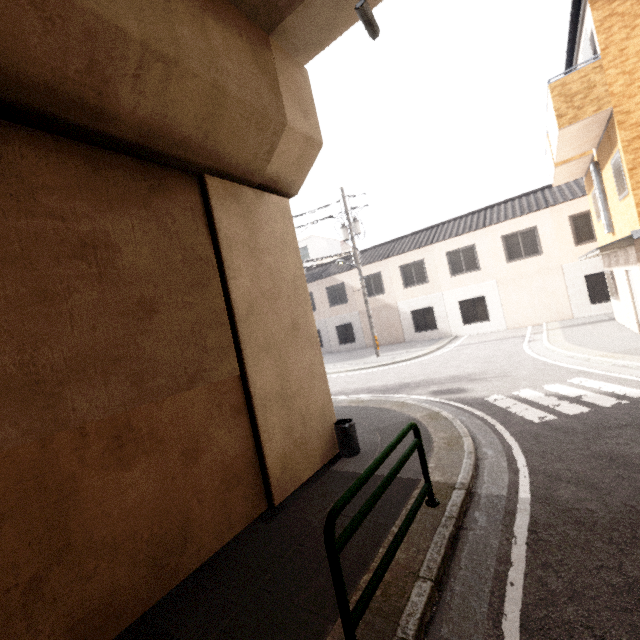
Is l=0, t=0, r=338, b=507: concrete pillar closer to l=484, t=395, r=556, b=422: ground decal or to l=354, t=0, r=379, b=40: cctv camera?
l=354, t=0, r=379, b=40: cctv camera

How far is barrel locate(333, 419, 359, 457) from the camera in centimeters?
579cm

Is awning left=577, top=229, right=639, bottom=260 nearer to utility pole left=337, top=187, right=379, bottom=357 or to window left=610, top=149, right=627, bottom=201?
window left=610, top=149, right=627, bottom=201

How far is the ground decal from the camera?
6.0m

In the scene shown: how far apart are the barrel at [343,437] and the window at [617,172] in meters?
9.0

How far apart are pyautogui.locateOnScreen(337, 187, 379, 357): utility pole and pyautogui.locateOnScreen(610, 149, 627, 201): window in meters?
10.3

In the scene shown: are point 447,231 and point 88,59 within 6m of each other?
no

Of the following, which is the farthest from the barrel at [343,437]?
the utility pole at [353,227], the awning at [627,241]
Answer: the utility pole at [353,227]
